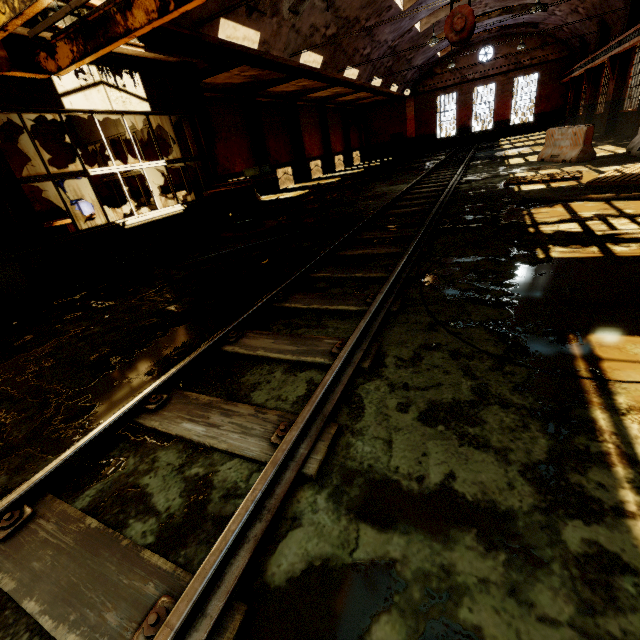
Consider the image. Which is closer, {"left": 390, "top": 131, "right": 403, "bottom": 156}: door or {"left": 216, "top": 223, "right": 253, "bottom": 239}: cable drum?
{"left": 216, "top": 223, "right": 253, "bottom": 239}: cable drum

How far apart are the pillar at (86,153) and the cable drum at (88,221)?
1.5m

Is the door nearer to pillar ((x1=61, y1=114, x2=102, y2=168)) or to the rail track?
the rail track

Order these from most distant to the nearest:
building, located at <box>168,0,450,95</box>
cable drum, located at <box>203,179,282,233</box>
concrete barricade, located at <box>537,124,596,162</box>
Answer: concrete barricade, located at <box>537,124,596,162</box> < building, located at <box>168,0,450,95</box> < cable drum, located at <box>203,179,282,233</box>

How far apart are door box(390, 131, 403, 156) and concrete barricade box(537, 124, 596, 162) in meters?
24.8 m

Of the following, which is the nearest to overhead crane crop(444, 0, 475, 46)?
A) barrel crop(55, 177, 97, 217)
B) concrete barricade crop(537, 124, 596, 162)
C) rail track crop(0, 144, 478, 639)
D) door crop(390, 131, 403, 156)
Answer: rail track crop(0, 144, 478, 639)

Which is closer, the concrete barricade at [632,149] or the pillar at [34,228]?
the pillar at [34,228]

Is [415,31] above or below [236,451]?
above
